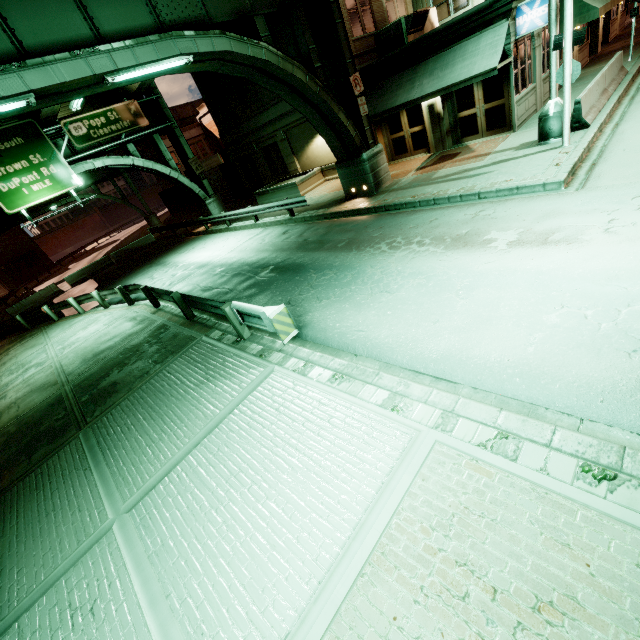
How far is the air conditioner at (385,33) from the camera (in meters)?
Result: 14.96

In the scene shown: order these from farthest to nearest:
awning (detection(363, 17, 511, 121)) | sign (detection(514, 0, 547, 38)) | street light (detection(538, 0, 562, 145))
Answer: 1. awning (detection(363, 17, 511, 121))
2. sign (detection(514, 0, 547, 38))
3. street light (detection(538, 0, 562, 145))

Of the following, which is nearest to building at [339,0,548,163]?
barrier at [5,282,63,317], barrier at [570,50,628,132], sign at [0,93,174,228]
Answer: barrier at [570,50,628,132]

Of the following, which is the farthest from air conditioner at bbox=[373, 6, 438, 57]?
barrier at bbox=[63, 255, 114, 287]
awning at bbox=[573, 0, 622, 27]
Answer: barrier at bbox=[63, 255, 114, 287]

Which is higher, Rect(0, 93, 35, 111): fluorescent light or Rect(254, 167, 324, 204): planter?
Rect(0, 93, 35, 111): fluorescent light

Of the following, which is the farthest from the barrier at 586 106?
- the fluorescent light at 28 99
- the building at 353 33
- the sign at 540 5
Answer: the fluorescent light at 28 99

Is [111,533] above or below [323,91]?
below

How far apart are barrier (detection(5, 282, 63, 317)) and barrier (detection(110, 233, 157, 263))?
4.78m
